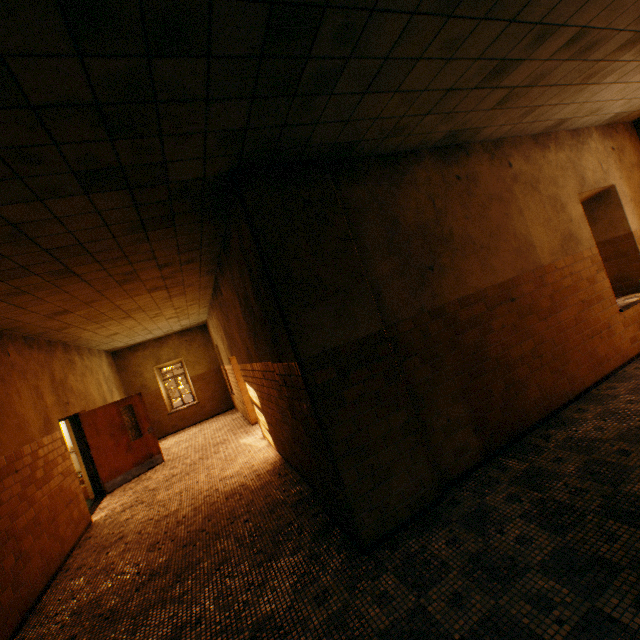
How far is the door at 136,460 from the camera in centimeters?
795cm

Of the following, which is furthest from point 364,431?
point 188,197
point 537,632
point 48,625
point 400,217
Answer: point 48,625

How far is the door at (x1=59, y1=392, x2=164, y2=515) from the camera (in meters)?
7.95
